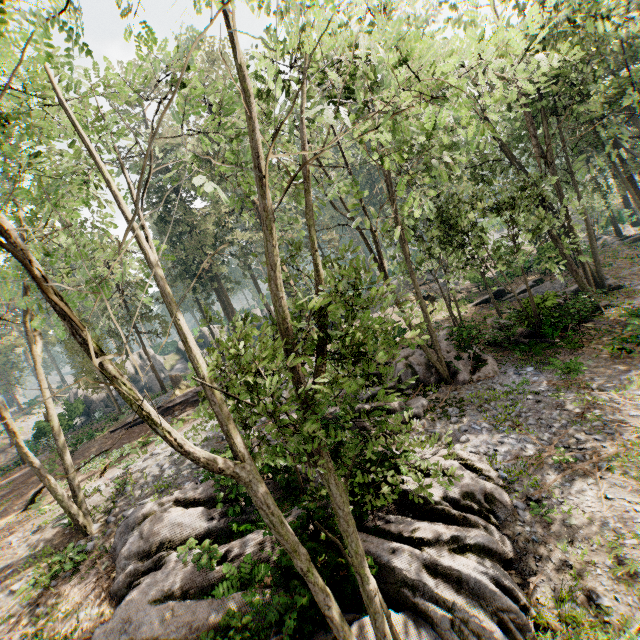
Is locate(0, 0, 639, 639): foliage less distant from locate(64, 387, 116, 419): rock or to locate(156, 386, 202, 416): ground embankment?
locate(156, 386, 202, 416): ground embankment

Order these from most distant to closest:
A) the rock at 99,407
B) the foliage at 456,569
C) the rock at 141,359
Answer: the rock at 141,359 < the rock at 99,407 < the foliage at 456,569

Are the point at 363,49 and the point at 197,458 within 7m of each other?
yes

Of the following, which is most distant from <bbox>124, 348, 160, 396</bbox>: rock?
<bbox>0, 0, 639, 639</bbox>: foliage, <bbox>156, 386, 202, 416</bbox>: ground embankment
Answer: <bbox>156, 386, 202, 416</bbox>: ground embankment

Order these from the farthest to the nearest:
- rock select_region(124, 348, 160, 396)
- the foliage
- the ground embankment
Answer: Answer: rock select_region(124, 348, 160, 396) → the ground embankment → the foliage

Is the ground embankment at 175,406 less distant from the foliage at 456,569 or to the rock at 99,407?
the foliage at 456,569
